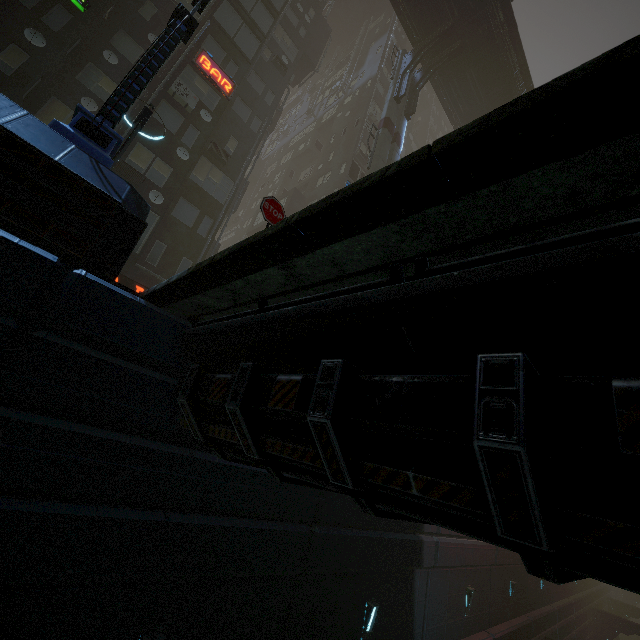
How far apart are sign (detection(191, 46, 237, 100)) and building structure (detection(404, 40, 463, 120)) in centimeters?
1100cm

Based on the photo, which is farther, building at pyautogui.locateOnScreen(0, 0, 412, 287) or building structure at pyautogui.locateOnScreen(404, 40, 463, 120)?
building structure at pyautogui.locateOnScreen(404, 40, 463, 120)

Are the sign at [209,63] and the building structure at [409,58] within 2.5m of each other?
no

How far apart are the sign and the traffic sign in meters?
17.6

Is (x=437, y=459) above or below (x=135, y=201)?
below

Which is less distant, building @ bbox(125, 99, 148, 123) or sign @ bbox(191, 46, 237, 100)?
building @ bbox(125, 99, 148, 123)

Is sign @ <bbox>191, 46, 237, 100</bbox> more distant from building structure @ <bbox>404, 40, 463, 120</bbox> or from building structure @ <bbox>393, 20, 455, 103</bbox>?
building structure @ <bbox>404, 40, 463, 120</bbox>

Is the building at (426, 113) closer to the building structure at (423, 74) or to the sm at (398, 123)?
the sm at (398, 123)
